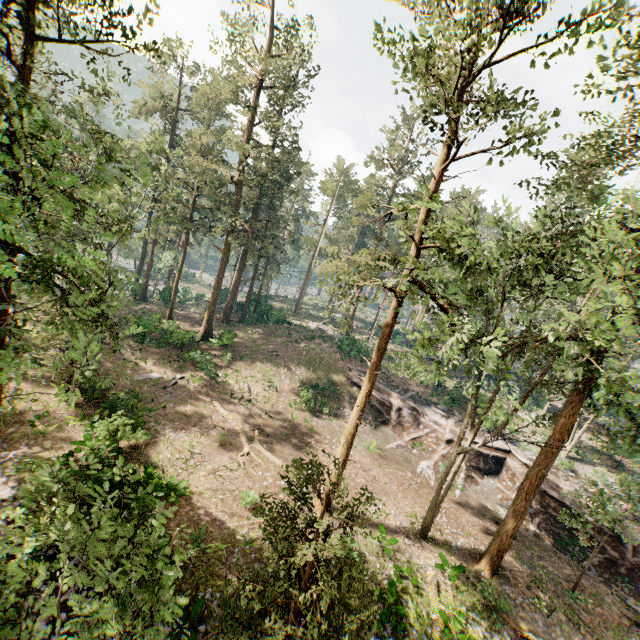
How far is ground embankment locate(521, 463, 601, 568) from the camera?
21.47m

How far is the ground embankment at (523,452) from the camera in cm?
2573

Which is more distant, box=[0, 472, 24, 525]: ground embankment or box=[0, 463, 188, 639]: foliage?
box=[0, 472, 24, 525]: ground embankment

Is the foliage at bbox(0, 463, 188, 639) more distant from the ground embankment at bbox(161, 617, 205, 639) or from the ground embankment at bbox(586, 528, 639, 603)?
the ground embankment at bbox(586, 528, 639, 603)

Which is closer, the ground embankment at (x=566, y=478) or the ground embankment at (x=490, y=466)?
the ground embankment at (x=566, y=478)

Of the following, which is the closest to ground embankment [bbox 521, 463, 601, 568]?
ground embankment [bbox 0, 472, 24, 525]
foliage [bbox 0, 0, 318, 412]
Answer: foliage [bbox 0, 0, 318, 412]

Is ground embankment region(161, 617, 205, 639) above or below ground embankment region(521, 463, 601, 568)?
below

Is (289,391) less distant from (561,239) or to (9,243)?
(9,243)
